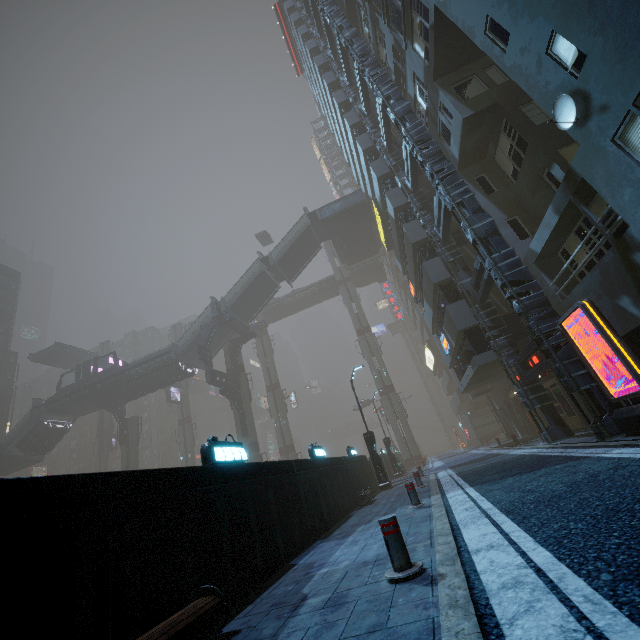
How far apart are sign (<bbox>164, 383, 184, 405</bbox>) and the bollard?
50.0m

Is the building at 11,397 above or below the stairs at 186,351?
above

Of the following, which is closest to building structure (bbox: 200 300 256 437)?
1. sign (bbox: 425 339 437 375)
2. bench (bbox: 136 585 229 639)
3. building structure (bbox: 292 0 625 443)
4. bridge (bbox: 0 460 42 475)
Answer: sign (bbox: 425 339 437 375)

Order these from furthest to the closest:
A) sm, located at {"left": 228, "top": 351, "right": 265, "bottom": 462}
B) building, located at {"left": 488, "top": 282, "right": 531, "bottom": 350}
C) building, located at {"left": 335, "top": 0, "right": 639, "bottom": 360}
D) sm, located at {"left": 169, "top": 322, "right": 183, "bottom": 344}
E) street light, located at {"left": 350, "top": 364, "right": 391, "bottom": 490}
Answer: sm, located at {"left": 169, "top": 322, "right": 183, "bottom": 344} → sm, located at {"left": 228, "top": 351, "right": 265, "bottom": 462} → street light, located at {"left": 350, "top": 364, "right": 391, "bottom": 490} → building, located at {"left": 488, "top": 282, "right": 531, "bottom": 350} → building, located at {"left": 335, "top": 0, "right": 639, "bottom": 360}

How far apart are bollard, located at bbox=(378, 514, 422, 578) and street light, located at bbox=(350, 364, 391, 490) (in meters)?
14.39

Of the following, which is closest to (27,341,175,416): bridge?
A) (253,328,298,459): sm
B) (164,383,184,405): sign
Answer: (253,328,298,459): sm

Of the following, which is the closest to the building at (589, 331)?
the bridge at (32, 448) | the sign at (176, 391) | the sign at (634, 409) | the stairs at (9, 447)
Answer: the sign at (634, 409)

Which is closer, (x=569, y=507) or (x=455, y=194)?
(x=569, y=507)
